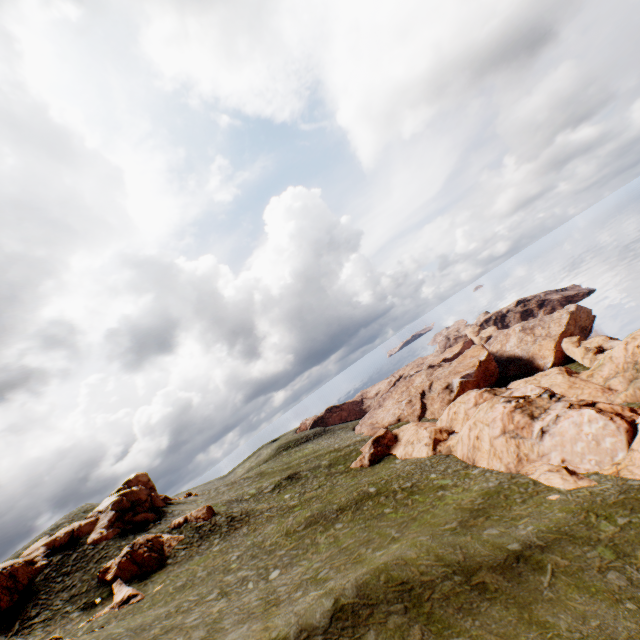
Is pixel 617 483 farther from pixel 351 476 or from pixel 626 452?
pixel 351 476

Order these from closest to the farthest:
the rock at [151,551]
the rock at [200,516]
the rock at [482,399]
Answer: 1. the rock at [482,399]
2. the rock at [151,551]
3. the rock at [200,516]

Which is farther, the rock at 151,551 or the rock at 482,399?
the rock at 151,551

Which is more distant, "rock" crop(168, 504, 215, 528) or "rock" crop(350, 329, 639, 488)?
"rock" crop(168, 504, 215, 528)

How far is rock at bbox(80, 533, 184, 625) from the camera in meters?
29.5 m

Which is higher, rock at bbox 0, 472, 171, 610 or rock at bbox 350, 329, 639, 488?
rock at bbox 0, 472, 171, 610

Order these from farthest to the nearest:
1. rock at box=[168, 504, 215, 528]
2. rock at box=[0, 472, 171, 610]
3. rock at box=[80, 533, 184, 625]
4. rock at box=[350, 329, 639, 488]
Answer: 1. rock at box=[168, 504, 215, 528]
2. rock at box=[0, 472, 171, 610]
3. rock at box=[80, 533, 184, 625]
4. rock at box=[350, 329, 639, 488]

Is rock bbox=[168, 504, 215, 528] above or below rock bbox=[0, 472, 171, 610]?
below
